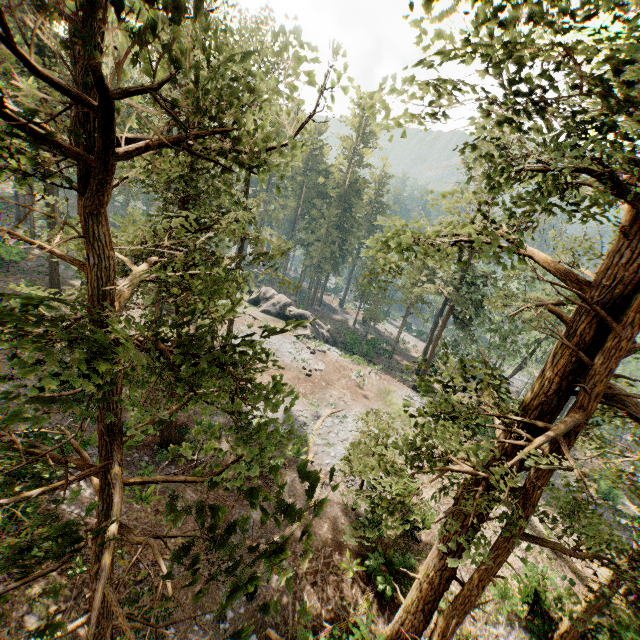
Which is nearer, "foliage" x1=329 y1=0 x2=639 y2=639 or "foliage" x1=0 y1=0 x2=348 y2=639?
"foliage" x1=0 y1=0 x2=348 y2=639

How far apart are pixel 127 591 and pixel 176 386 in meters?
15.0

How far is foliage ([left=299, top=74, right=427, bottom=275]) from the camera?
5.55m

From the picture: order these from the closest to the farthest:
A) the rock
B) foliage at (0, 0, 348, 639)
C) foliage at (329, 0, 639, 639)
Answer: foliage at (0, 0, 348, 639), foliage at (329, 0, 639, 639), the rock

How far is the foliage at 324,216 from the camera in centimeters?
555cm

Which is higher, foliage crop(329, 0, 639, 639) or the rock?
foliage crop(329, 0, 639, 639)

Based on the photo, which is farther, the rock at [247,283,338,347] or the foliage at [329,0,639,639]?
the rock at [247,283,338,347]

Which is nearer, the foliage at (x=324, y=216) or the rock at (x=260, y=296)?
the foliage at (x=324, y=216)
